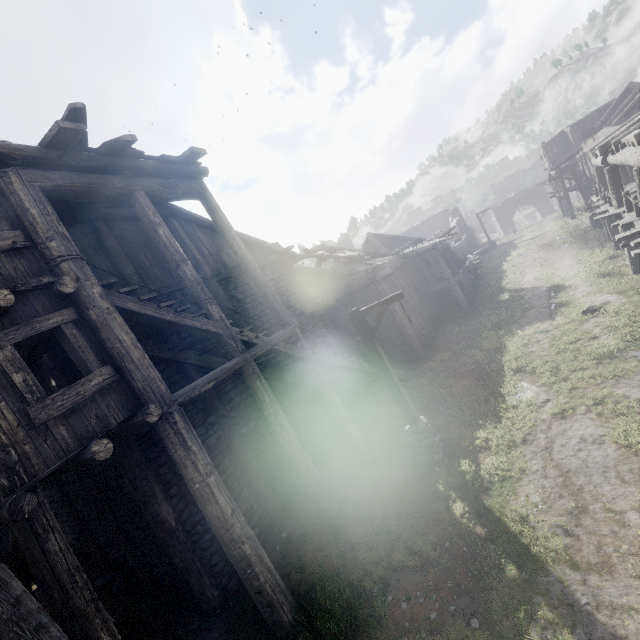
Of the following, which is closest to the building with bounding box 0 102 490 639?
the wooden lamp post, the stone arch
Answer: the wooden lamp post

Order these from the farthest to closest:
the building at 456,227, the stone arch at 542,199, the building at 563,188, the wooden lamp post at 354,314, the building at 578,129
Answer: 1. the stone arch at 542,199
2. the building at 563,188
3. the building at 578,129
4. the wooden lamp post at 354,314
5. the building at 456,227

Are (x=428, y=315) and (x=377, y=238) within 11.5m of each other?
no

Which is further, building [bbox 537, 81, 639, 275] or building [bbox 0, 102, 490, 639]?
building [bbox 537, 81, 639, 275]

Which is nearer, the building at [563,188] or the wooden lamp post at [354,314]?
the wooden lamp post at [354,314]
